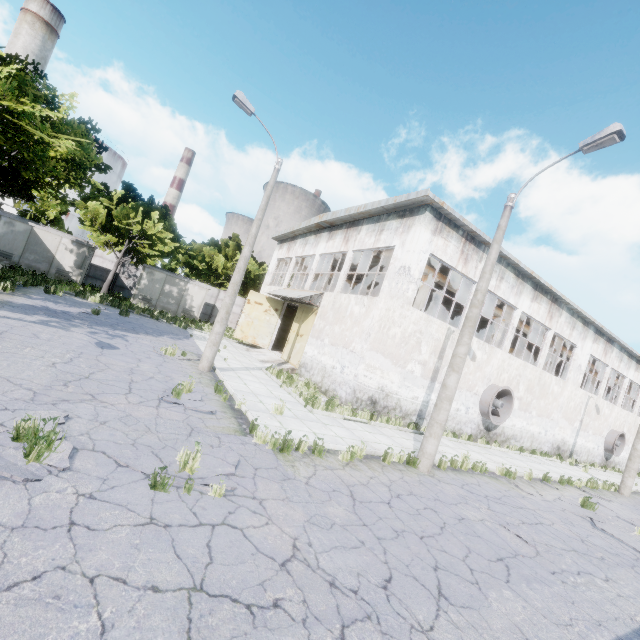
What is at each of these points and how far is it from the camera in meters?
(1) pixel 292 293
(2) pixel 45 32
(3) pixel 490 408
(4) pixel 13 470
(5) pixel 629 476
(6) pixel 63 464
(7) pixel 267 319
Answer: (1) awning, 21.0 m
(2) chimney, 56.8 m
(3) fan, 17.2 m
(4) asphalt debris, 3.9 m
(5) lamp post, 17.8 m
(6) asphalt debris, 4.3 m
(7) door, 24.4 m

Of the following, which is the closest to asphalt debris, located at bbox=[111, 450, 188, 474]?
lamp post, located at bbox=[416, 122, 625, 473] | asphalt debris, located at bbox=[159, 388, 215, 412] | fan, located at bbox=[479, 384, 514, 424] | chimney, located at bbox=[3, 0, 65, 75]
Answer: asphalt debris, located at bbox=[159, 388, 215, 412]

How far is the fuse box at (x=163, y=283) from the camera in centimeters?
2617cm

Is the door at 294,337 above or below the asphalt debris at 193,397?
above

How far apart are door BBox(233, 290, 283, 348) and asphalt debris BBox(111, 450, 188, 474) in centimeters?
1806cm

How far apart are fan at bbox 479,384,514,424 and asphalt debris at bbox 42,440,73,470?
18.0m

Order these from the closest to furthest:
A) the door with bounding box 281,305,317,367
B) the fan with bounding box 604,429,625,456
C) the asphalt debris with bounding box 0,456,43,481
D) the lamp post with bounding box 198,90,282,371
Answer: the asphalt debris with bounding box 0,456,43,481 < the lamp post with bounding box 198,90,282,371 < the door with bounding box 281,305,317,367 < the fan with bounding box 604,429,625,456

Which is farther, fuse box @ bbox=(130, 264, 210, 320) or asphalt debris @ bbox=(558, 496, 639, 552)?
fuse box @ bbox=(130, 264, 210, 320)
